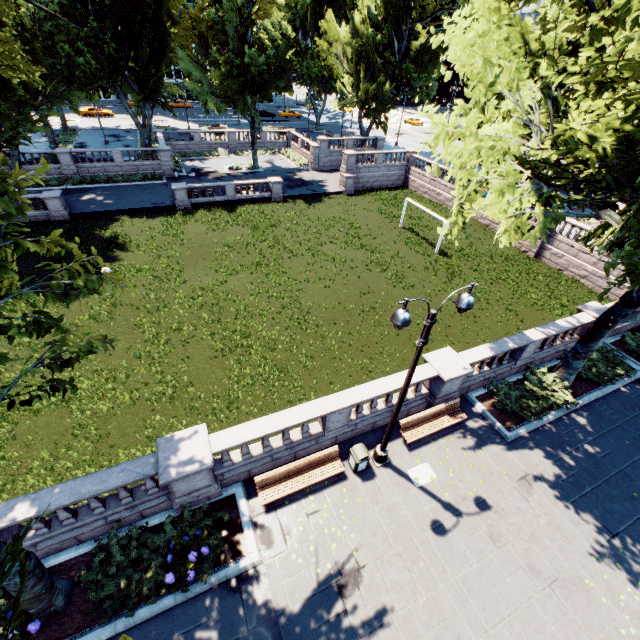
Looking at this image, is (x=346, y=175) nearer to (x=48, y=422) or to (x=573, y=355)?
(x=573, y=355)

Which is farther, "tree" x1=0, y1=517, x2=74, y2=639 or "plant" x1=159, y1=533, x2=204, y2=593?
"plant" x1=159, y1=533, x2=204, y2=593

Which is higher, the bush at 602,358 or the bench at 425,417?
the bench at 425,417

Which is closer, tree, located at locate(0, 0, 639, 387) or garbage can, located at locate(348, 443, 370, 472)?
tree, located at locate(0, 0, 639, 387)

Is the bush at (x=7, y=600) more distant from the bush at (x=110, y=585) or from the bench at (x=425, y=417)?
the bench at (x=425, y=417)

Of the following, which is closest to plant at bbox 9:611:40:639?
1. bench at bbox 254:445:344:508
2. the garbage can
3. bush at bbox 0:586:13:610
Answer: bush at bbox 0:586:13:610

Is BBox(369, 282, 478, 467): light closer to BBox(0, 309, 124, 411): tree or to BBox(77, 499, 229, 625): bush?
BBox(0, 309, 124, 411): tree

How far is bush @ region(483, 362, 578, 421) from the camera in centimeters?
1368cm
